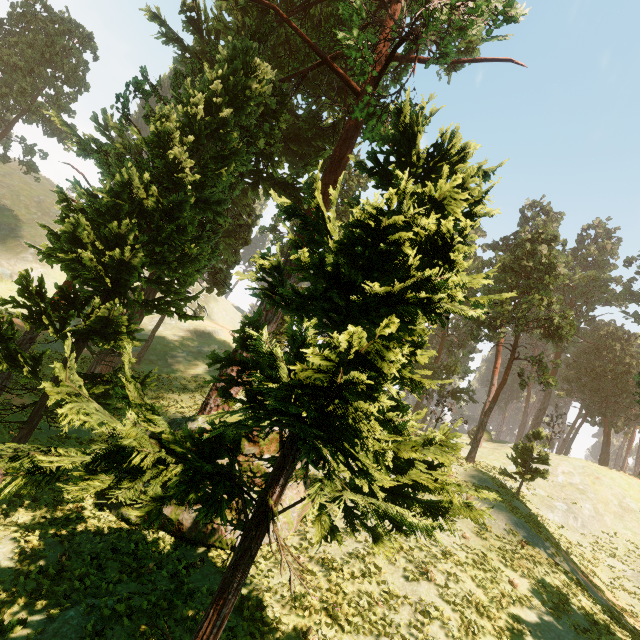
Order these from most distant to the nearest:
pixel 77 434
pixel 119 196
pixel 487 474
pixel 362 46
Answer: pixel 362 46
pixel 487 474
pixel 77 434
pixel 119 196
